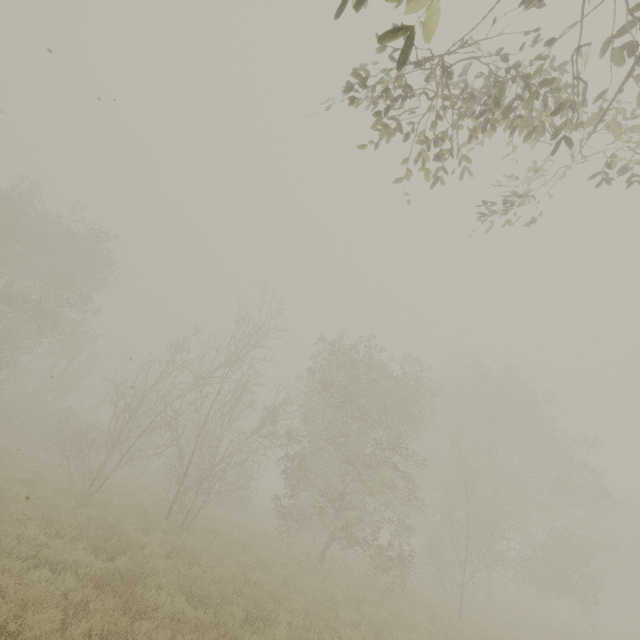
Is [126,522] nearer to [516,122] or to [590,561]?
[516,122]

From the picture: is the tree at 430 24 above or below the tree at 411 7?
below

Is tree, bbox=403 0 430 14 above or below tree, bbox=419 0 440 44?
above
